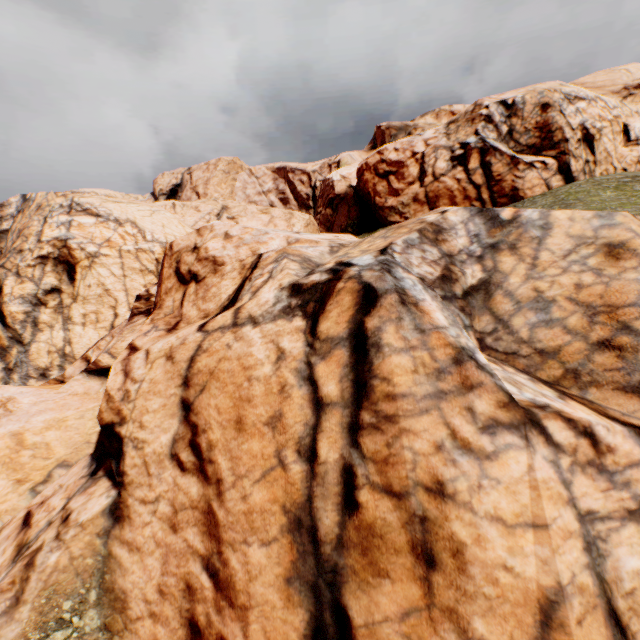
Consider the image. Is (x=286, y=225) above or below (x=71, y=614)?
above
